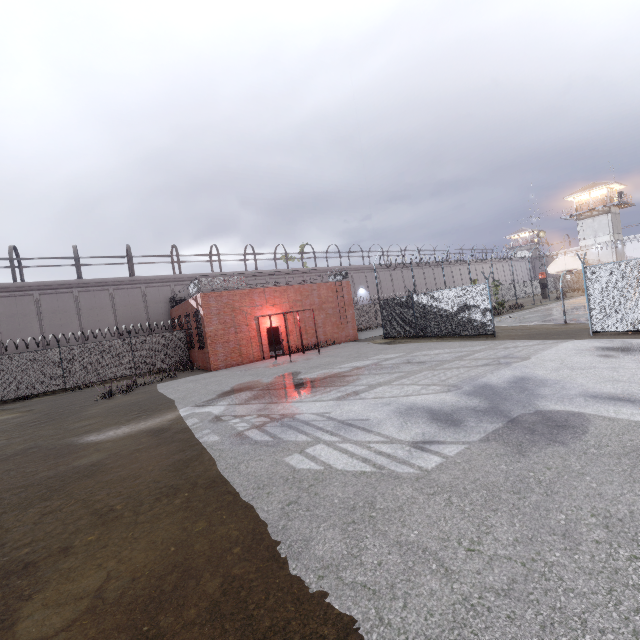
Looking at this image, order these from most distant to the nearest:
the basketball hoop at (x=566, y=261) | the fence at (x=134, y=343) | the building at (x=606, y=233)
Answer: the building at (x=606, y=233), the fence at (x=134, y=343), the basketball hoop at (x=566, y=261)

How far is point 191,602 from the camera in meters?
3.1 m

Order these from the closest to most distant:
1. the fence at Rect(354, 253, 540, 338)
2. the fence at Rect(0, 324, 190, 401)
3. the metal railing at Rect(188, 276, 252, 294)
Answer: the fence at Rect(354, 253, 540, 338) → the fence at Rect(0, 324, 190, 401) → the metal railing at Rect(188, 276, 252, 294)

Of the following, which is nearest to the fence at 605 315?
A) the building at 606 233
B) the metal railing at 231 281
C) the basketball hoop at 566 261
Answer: the metal railing at 231 281

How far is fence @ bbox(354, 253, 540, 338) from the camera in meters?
17.1

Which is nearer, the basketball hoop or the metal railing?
the basketball hoop

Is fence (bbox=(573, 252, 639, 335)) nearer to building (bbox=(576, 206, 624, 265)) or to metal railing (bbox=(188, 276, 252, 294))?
metal railing (bbox=(188, 276, 252, 294))

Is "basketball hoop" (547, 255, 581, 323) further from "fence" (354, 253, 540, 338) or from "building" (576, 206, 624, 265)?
"building" (576, 206, 624, 265)
